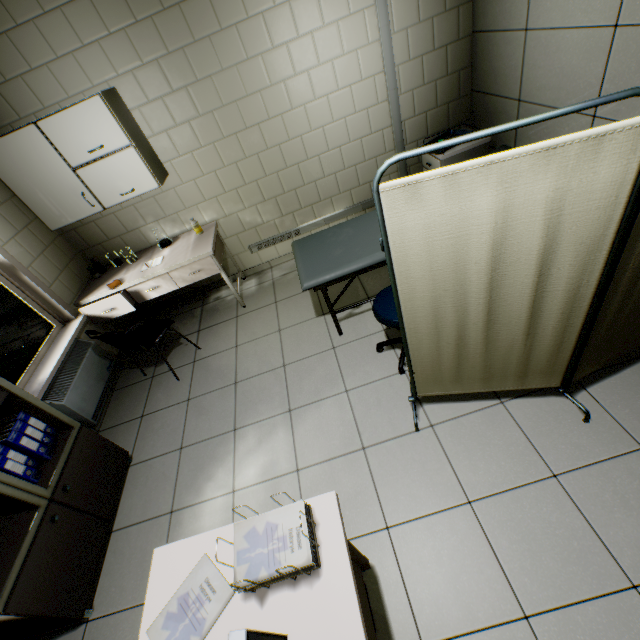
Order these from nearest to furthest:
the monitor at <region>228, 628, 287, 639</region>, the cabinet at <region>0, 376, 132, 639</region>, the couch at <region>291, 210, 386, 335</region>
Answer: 1. the monitor at <region>228, 628, 287, 639</region>
2. the cabinet at <region>0, 376, 132, 639</region>
3. the couch at <region>291, 210, 386, 335</region>

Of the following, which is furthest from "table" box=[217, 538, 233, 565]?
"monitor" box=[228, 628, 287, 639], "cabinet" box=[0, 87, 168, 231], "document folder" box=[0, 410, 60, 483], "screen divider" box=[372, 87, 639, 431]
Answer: "cabinet" box=[0, 87, 168, 231]

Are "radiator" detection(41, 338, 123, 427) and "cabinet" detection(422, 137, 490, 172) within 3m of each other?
no

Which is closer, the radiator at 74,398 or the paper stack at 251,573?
the paper stack at 251,573

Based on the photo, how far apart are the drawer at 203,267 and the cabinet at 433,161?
2.5 meters

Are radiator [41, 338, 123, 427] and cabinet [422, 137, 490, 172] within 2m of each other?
no

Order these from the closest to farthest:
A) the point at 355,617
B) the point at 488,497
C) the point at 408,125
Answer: the point at 355,617, the point at 488,497, the point at 408,125

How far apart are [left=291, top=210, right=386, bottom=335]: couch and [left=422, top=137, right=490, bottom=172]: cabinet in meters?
0.8
